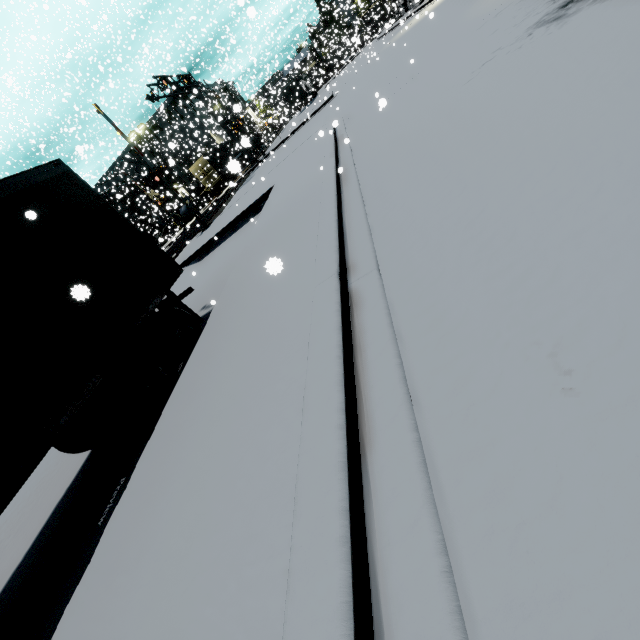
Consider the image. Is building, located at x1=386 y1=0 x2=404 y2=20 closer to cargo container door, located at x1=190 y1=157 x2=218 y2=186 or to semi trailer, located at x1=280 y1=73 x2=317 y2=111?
semi trailer, located at x1=280 y1=73 x2=317 y2=111

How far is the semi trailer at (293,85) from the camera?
43.8 meters

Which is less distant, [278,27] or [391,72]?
[391,72]

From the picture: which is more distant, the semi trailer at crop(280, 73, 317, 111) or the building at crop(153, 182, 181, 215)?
the semi trailer at crop(280, 73, 317, 111)

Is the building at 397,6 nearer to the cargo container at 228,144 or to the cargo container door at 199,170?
the cargo container at 228,144

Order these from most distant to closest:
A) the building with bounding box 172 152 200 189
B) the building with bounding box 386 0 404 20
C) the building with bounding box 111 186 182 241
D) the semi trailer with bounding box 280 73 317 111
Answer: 1. the building with bounding box 172 152 200 189
2. the semi trailer with bounding box 280 73 317 111
3. the building with bounding box 111 186 182 241
4. the building with bounding box 386 0 404 20
